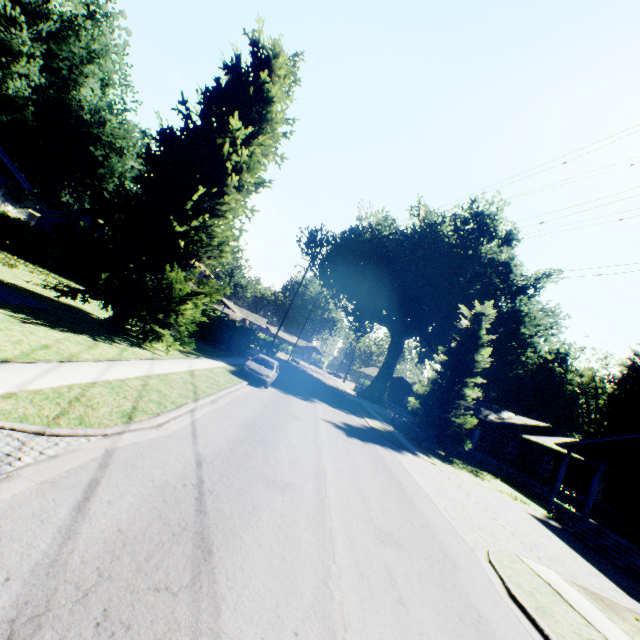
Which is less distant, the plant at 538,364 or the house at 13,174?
the house at 13,174

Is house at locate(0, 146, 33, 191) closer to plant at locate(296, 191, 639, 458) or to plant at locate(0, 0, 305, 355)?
plant at locate(0, 0, 305, 355)

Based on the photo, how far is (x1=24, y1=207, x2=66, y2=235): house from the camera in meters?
32.5

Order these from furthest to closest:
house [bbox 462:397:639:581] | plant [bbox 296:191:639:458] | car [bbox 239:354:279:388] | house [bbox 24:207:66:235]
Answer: house [bbox 24:207:66:235]
plant [bbox 296:191:639:458]
car [bbox 239:354:279:388]
house [bbox 462:397:639:581]

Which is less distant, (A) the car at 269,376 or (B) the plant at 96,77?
(B) the plant at 96,77

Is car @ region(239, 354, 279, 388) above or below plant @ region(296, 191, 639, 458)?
below

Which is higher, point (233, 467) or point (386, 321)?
point (386, 321)

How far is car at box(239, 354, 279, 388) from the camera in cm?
1852
